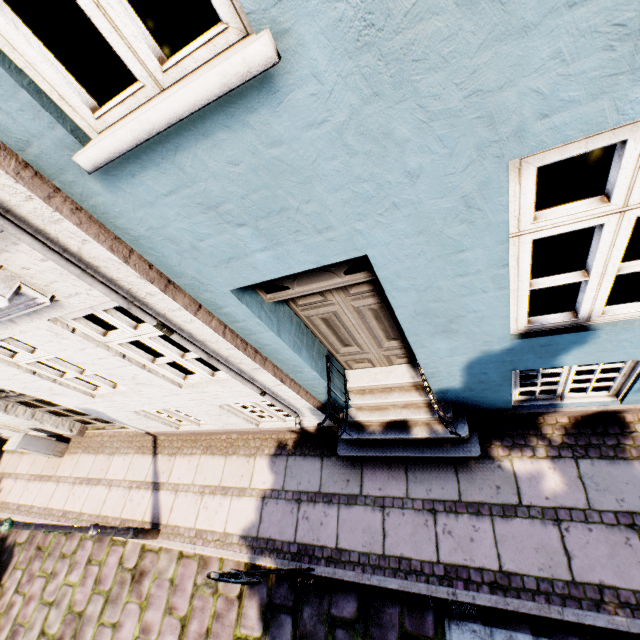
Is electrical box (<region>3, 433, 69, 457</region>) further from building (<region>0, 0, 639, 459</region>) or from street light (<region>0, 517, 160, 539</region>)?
street light (<region>0, 517, 160, 539</region>)

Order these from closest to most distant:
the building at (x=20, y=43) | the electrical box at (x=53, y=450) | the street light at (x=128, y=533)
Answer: the building at (x=20, y=43), the street light at (x=128, y=533), the electrical box at (x=53, y=450)

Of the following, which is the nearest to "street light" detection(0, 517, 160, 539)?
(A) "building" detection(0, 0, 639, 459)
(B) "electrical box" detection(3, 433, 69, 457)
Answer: (A) "building" detection(0, 0, 639, 459)

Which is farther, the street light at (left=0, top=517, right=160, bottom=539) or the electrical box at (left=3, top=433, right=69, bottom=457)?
the electrical box at (left=3, top=433, right=69, bottom=457)

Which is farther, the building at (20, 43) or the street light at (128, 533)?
the street light at (128, 533)

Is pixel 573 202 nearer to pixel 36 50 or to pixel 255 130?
pixel 255 130
